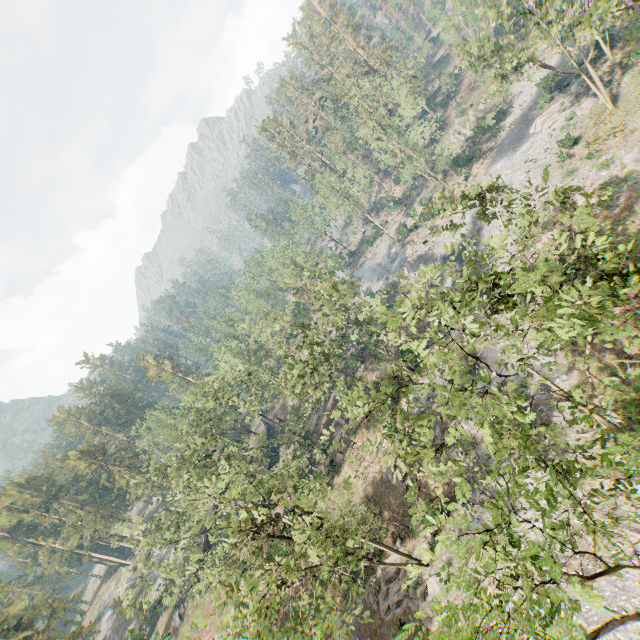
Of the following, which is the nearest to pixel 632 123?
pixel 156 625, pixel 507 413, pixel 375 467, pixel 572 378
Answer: pixel 572 378

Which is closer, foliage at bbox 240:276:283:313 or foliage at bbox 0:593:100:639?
foliage at bbox 0:593:100:639

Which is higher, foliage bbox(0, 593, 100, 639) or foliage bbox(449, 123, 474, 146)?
foliage bbox(0, 593, 100, 639)

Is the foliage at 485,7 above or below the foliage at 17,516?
below

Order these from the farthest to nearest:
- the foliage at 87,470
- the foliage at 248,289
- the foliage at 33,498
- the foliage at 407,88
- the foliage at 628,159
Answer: the foliage at 248,289, the foliage at 33,498, the foliage at 407,88, the foliage at 628,159, the foliage at 87,470

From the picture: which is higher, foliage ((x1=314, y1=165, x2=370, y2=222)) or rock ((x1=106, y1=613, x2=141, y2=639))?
foliage ((x1=314, y1=165, x2=370, y2=222))
